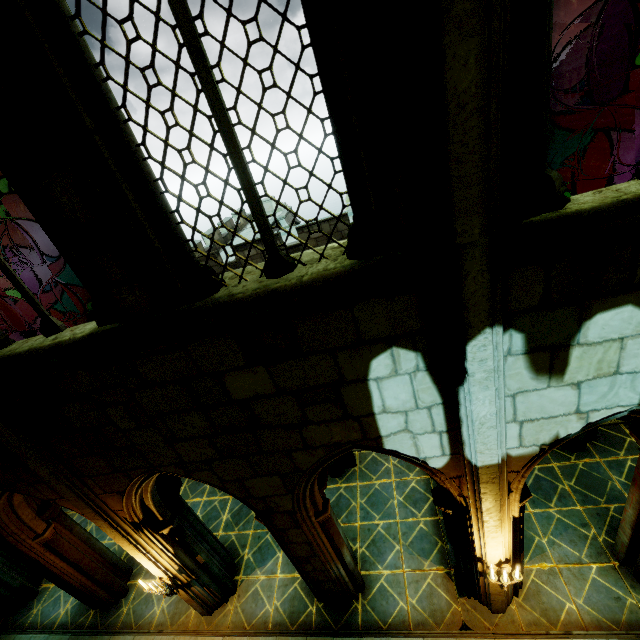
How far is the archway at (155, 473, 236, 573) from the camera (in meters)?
5.95

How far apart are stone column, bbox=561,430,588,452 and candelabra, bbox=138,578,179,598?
9.02m

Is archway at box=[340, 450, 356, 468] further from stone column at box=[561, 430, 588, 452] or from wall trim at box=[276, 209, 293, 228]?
wall trim at box=[276, 209, 293, 228]

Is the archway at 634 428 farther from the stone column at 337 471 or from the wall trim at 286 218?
the wall trim at 286 218

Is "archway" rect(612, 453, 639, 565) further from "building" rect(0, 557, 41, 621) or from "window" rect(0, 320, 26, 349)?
"window" rect(0, 320, 26, 349)

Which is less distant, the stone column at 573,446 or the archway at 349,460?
the stone column at 573,446

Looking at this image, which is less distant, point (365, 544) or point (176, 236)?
point (176, 236)

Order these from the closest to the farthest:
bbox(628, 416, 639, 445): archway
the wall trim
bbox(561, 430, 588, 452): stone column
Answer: bbox(628, 416, 639, 445): archway → bbox(561, 430, 588, 452): stone column → the wall trim
